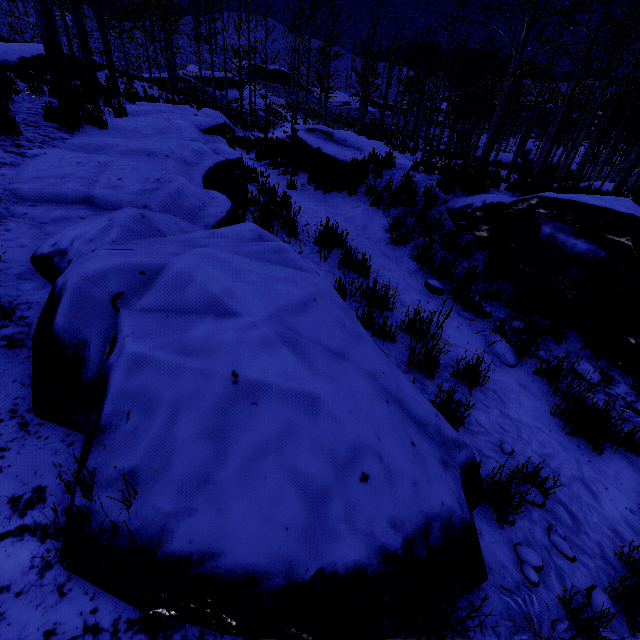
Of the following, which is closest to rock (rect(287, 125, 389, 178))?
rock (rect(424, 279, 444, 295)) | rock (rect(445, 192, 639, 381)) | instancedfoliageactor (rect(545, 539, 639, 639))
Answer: rock (rect(445, 192, 639, 381))

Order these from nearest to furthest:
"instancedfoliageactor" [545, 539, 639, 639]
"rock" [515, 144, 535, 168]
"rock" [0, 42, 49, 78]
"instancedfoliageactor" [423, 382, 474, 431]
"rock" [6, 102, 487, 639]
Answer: "rock" [6, 102, 487, 639] < "instancedfoliageactor" [545, 539, 639, 639] < "instancedfoliageactor" [423, 382, 474, 431] < "rock" [0, 42, 49, 78] < "rock" [515, 144, 535, 168]

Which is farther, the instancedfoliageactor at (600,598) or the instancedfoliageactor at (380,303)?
the instancedfoliageactor at (380,303)

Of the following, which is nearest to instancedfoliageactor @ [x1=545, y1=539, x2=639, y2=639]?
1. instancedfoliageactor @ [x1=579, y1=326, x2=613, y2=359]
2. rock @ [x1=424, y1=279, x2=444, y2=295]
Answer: instancedfoliageactor @ [x1=579, y1=326, x2=613, y2=359]

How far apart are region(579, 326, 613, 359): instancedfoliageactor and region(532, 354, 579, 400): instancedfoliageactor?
1.1 meters

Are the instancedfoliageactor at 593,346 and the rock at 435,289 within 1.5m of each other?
no

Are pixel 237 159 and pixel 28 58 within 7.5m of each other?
no

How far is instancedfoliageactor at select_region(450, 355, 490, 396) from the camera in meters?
3.3
